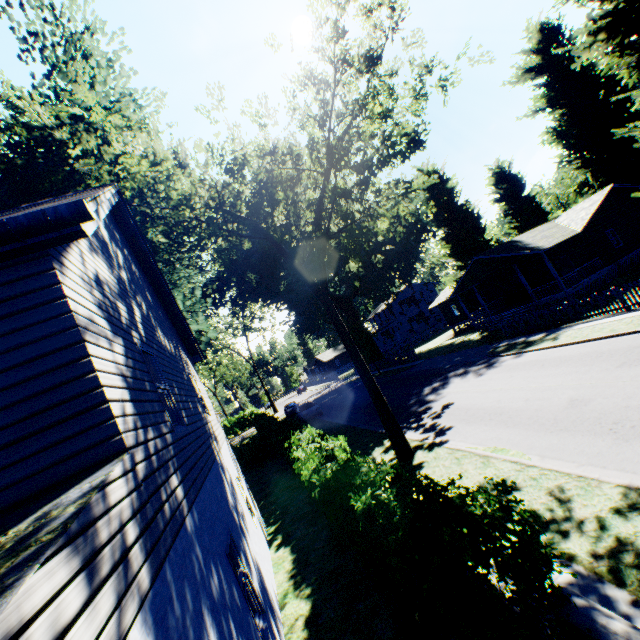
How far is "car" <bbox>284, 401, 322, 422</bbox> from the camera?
29.8m

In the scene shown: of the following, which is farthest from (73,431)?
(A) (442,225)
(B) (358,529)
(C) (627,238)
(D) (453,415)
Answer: (A) (442,225)

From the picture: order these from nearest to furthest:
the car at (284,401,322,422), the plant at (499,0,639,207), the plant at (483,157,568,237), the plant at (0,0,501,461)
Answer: the plant at (0,0,501,461) < the plant at (499,0,639,207) < the car at (284,401,322,422) < the plant at (483,157,568,237)

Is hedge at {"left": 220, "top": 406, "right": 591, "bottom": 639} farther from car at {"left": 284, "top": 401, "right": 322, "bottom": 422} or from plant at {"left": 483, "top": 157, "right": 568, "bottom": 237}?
car at {"left": 284, "top": 401, "right": 322, "bottom": 422}

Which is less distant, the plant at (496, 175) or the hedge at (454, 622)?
the hedge at (454, 622)

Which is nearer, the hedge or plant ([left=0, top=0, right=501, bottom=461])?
the hedge

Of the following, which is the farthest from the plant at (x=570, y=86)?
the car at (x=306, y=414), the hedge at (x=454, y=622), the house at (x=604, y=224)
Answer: the car at (x=306, y=414)

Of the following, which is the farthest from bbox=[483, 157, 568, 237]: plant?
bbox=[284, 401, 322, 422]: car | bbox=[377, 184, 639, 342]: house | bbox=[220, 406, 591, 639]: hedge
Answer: bbox=[284, 401, 322, 422]: car
